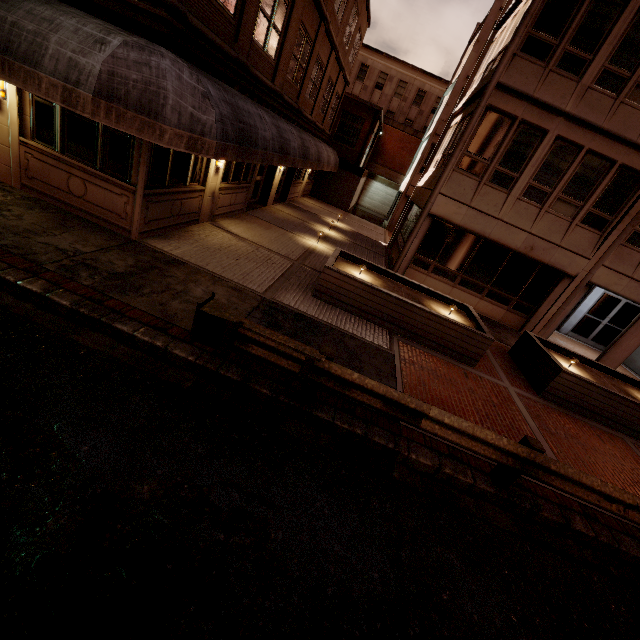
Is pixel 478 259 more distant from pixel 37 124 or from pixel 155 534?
pixel 37 124

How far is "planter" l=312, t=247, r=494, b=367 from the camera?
8.7 meters

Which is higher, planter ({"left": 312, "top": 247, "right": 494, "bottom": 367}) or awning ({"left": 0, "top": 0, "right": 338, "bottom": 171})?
awning ({"left": 0, "top": 0, "right": 338, "bottom": 171})

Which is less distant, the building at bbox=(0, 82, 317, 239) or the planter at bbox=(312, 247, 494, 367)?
the building at bbox=(0, 82, 317, 239)

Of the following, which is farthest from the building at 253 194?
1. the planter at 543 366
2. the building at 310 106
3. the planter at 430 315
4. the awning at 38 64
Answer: the planter at 543 366

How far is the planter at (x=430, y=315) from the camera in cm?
866

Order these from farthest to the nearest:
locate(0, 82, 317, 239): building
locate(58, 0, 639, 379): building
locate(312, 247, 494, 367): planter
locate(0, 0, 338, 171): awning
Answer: locate(58, 0, 639, 379): building
locate(312, 247, 494, 367): planter
locate(0, 82, 317, 239): building
locate(0, 0, 338, 171): awning

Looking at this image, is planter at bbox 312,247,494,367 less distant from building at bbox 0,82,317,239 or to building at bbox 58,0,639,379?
building at bbox 58,0,639,379
